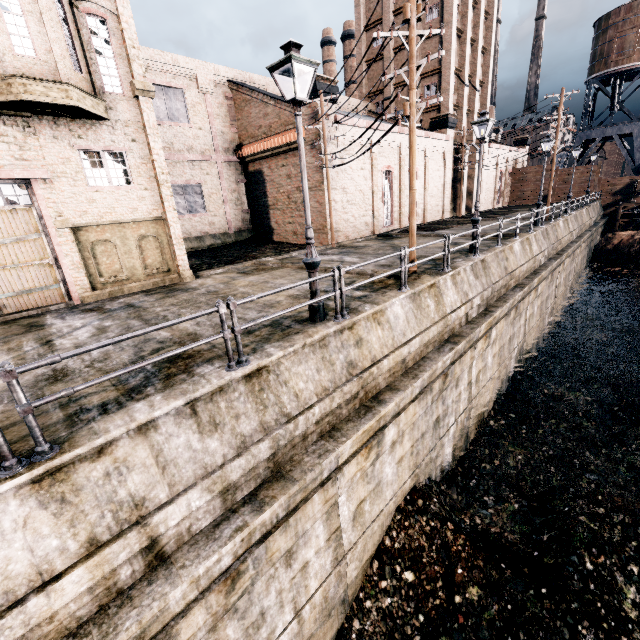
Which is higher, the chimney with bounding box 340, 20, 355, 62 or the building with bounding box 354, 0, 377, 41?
the chimney with bounding box 340, 20, 355, 62

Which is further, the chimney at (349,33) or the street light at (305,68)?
the chimney at (349,33)

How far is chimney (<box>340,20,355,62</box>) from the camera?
54.75m

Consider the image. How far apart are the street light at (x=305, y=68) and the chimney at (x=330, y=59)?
57.4 meters

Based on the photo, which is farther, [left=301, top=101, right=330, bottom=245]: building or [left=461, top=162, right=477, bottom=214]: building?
[left=461, top=162, right=477, bottom=214]: building

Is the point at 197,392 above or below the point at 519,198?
below

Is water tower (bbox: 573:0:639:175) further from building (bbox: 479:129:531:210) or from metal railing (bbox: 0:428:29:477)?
metal railing (bbox: 0:428:29:477)

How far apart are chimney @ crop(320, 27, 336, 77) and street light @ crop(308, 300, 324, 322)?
57.4 meters
